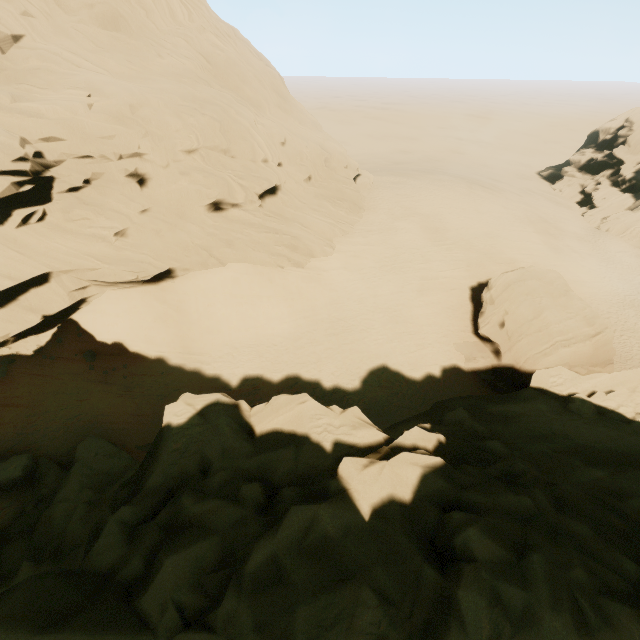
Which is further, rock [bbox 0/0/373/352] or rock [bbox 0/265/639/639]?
rock [bbox 0/0/373/352]

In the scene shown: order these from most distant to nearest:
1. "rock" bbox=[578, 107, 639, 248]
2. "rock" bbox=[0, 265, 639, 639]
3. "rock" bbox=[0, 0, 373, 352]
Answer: "rock" bbox=[578, 107, 639, 248] → "rock" bbox=[0, 0, 373, 352] → "rock" bbox=[0, 265, 639, 639]

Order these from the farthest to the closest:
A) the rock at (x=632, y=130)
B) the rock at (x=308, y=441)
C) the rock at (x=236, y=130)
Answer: the rock at (x=632, y=130) < the rock at (x=236, y=130) < the rock at (x=308, y=441)

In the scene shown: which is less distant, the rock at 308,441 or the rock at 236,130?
the rock at 308,441

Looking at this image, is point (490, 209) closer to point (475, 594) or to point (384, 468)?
point (384, 468)
